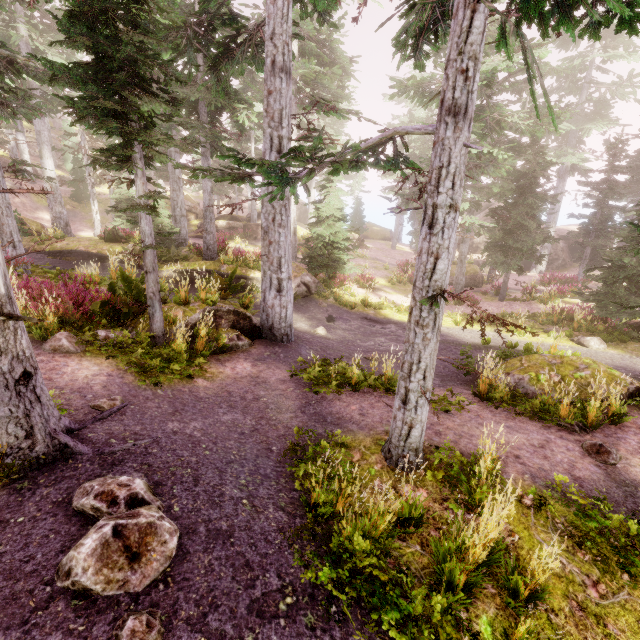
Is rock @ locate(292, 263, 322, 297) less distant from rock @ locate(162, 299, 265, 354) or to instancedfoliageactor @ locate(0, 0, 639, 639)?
instancedfoliageactor @ locate(0, 0, 639, 639)

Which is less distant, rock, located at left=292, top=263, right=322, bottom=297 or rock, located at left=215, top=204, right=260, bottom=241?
rock, located at left=292, top=263, right=322, bottom=297

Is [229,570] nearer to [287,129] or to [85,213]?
[287,129]

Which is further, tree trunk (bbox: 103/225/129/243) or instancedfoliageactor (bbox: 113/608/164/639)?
tree trunk (bbox: 103/225/129/243)

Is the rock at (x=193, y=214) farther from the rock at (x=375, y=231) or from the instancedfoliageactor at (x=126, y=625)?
the rock at (x=375, y=231)

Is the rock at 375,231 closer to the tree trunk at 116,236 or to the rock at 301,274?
the tree trunk at 116,236

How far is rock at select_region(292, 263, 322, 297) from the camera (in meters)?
17.86

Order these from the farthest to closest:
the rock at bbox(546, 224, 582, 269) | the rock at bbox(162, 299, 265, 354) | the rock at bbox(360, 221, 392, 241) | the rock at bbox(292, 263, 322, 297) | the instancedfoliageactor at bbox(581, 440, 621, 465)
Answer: the rock at bbox(360, 221, 392, 241), the rock at bbox(546, 224, 582, 269), the rock at bbox(292, 263, 322, 297), the rock at bbox(162, 299, 265, 354), the instancedfoliageactor at bbox(581, 440, 621, 465)
